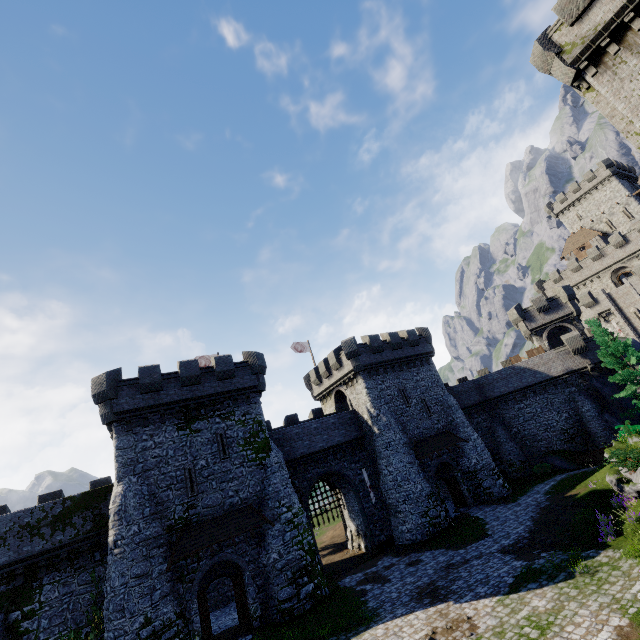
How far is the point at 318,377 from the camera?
36.25m

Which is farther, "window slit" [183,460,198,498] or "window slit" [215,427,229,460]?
"window slit" [215,427,229,460]

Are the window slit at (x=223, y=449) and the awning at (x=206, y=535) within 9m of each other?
yes

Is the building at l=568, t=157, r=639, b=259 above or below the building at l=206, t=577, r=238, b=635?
above

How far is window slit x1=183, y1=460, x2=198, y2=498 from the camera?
20.5m

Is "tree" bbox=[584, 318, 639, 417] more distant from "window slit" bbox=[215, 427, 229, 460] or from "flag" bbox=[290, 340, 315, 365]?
"window slit" bbox=[215, 427, 229, 460]

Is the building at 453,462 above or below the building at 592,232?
below

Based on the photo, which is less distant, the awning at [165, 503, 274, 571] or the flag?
the awning at [165, 503, 274, 571]
